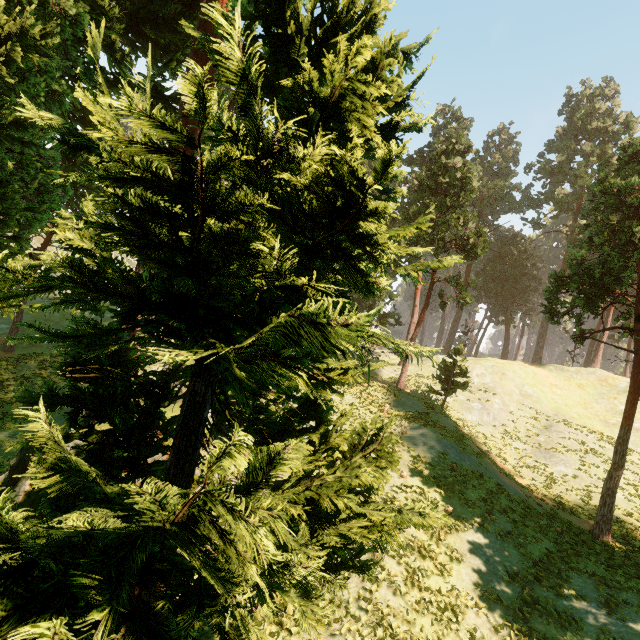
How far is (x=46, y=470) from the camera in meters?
5.4 m
